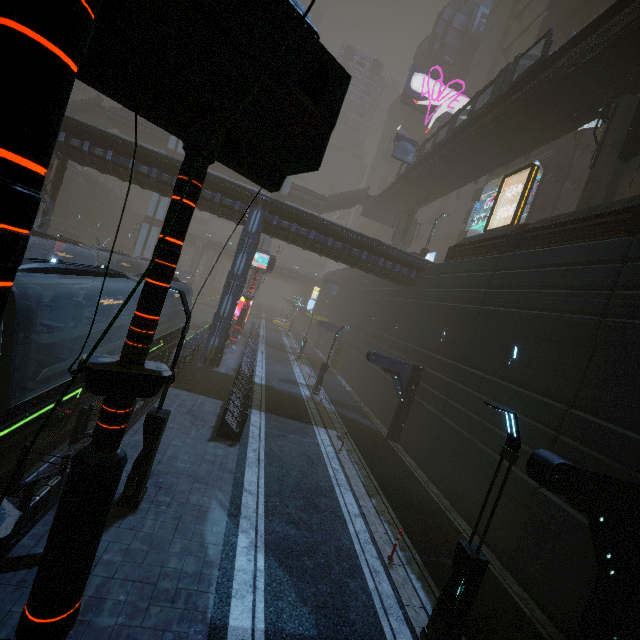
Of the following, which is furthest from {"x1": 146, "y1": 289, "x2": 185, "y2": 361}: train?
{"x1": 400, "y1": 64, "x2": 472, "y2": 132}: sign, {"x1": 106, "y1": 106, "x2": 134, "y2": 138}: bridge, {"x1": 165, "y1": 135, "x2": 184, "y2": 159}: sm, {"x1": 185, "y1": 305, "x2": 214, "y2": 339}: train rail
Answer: {"x1": 400, "y1": 64, "x2": 472, "y2": 132}: sign

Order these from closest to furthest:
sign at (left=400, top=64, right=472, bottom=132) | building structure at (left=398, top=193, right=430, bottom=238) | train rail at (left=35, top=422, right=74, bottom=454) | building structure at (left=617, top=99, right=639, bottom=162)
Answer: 1. train rail at (left=35, top=422, right=74, bottom=454)
2. building structure at (left=617, top=99, right=639, bottom=162)
3. building structure at (left=398, top=193, right=430, bottom=238)
4. sign at (left=400, top=64, right=472, bottom=132)

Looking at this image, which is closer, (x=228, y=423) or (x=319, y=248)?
(x=228, y=423)

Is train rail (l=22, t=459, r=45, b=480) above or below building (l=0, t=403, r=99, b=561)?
below

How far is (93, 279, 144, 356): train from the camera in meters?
11.8

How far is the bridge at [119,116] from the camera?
40.7 meters

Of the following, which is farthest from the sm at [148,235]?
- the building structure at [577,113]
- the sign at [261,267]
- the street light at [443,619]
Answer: the street light at [443,619]

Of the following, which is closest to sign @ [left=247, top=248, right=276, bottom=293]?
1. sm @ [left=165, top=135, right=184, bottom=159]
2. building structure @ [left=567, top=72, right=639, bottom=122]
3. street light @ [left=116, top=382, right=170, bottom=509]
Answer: sm @ [left=165, top=135, right=184, bottom=159]
